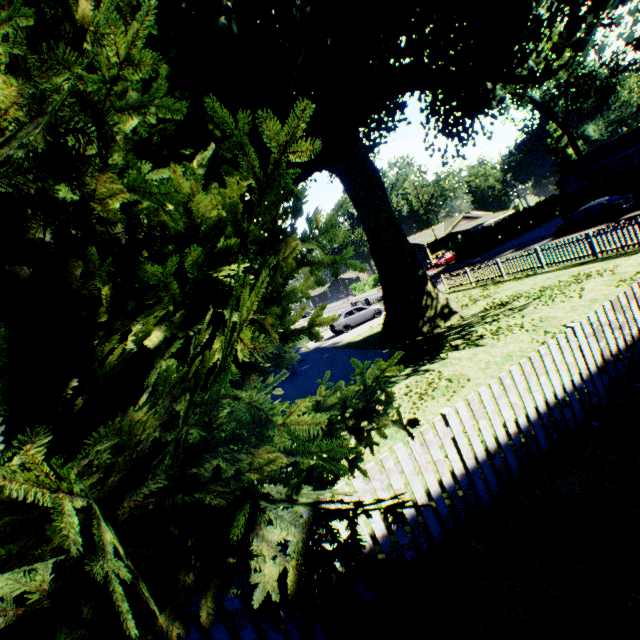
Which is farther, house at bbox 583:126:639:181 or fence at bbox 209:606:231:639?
house at bbox 583:126:639:181

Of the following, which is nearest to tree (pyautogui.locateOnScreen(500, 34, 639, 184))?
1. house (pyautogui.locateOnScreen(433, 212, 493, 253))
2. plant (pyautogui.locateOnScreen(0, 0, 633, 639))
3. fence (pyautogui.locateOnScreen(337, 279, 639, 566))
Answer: plant (pyautogui.locateOnScreen(0, 0, 633, 639))

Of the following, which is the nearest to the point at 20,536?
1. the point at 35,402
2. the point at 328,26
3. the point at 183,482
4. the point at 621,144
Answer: the point at 35,402

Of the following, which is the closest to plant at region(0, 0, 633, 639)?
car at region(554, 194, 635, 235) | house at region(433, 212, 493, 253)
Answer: car at region(554, 194, 635, 235)

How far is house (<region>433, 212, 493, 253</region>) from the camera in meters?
55.7

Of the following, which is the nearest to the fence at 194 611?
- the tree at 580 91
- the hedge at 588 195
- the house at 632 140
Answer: the hedge at 588 195

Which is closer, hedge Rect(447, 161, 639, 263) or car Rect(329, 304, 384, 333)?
hedge Rect(447, 161, 639, 263)

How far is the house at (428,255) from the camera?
54.2m
